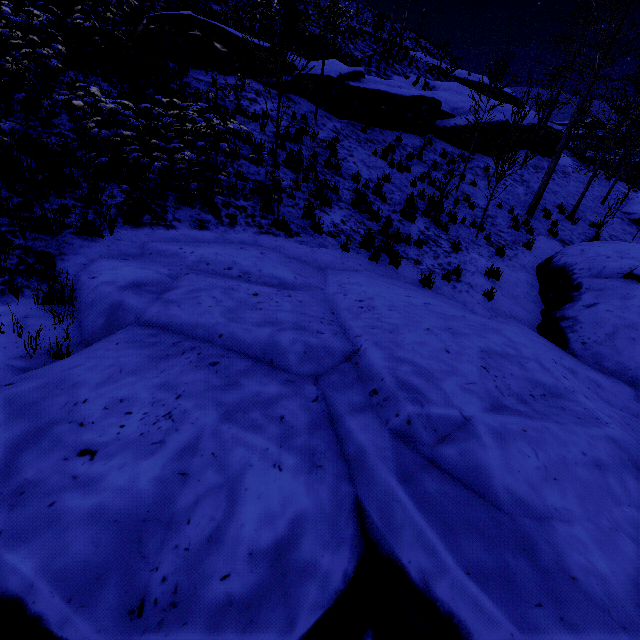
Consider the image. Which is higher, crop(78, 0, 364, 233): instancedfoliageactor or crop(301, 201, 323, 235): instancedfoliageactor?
crop(78, 0, 364, 233): instancedfoliageactor

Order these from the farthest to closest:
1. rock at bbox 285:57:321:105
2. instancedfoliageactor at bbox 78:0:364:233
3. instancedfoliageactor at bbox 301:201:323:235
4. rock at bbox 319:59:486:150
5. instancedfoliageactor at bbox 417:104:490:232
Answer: rock at bbox 319:59:486:150 < rock at bbox 285:57:321:105 < instancedfoliageactor at bbox 417:104:490:232 < instancedfoliageactor at bbox 301:201:323:235 < instancedfoliageactor at bbox 78:0:364:233

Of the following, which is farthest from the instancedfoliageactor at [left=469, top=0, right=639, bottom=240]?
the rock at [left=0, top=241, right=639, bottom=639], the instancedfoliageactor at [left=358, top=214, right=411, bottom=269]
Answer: the instancedfoliageactor at [left=358, top=214, right=411, bottom=269]

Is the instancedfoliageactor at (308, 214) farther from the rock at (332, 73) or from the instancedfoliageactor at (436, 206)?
the rock at (332, 73)

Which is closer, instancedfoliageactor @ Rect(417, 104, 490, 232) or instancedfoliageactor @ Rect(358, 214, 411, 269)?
instancedfoliageactor @ Rect(358, 214, 411, 269)

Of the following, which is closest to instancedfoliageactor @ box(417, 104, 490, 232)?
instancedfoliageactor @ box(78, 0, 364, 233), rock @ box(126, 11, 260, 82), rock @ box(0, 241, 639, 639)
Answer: rock @ box(126, 11, 260, 82)

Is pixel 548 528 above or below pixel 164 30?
below

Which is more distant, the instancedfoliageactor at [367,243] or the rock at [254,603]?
the instancedfoliageactor at [367,243]
